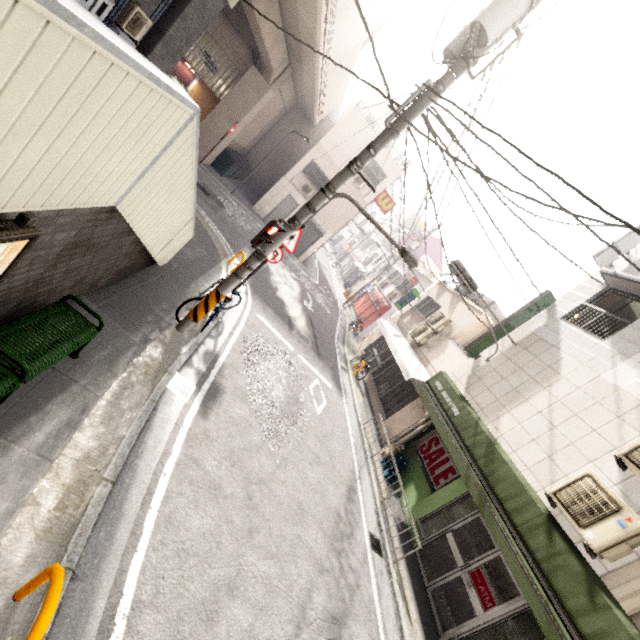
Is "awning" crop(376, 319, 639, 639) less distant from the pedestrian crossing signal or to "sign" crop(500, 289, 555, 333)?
"sign" crop(500, 289, 555, 333)

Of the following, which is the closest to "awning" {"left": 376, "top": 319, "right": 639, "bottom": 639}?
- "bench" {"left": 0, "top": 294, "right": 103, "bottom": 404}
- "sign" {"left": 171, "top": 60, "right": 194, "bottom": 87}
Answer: "bench" {"left": 0, "top": 294, "right": 103, "bottom": 404}

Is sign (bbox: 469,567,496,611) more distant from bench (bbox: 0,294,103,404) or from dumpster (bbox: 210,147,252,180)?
dumpster (bbox: 210,147,252,180)

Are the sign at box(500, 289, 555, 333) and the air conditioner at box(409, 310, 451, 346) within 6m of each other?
yes

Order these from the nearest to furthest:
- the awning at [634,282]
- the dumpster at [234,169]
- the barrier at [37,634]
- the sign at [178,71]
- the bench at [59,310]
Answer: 1. the barrier at [37,634]
2. the bench at [59,310]
3. the awning at [634,282]
4. the sign at [178,71]
5. the dumpster at [234,169]

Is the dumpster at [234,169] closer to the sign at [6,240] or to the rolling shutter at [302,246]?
the rolling shutter at [302,246]

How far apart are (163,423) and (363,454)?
6.79m

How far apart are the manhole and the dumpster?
4.4 meters
